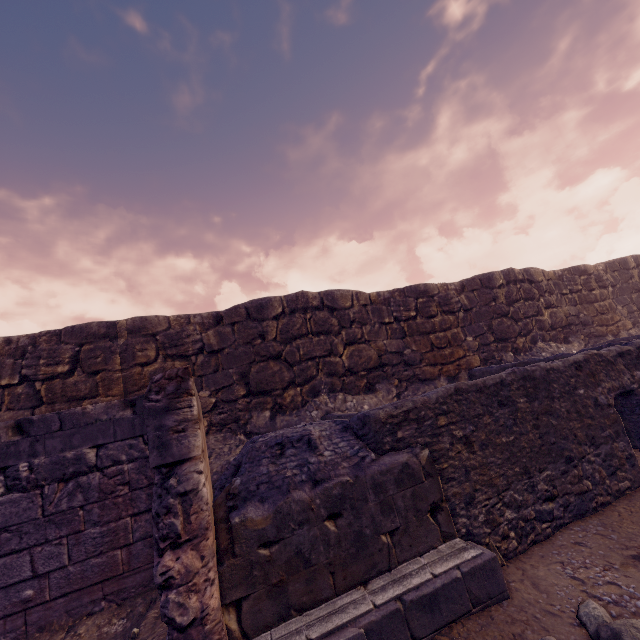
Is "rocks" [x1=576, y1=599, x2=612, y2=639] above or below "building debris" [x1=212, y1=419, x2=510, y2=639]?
below

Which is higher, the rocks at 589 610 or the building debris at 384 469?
the building debris at 384 469

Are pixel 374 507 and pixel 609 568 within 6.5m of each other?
yes
